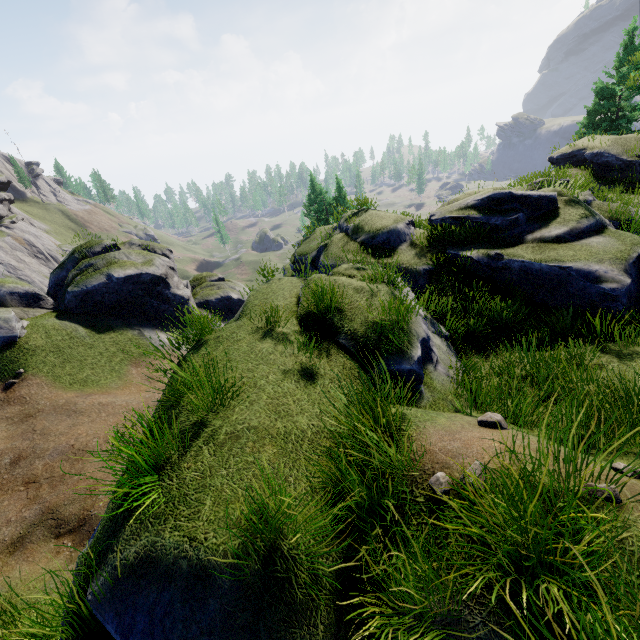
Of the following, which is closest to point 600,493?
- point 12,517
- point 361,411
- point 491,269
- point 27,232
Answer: point 361,411
